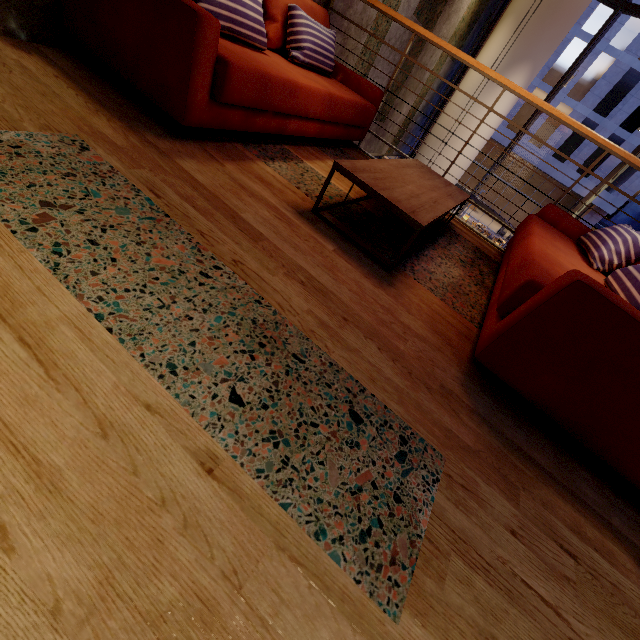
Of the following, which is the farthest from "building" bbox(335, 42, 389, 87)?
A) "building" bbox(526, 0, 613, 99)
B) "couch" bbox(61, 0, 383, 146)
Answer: "building" bbox(526, 0, 613, 99)

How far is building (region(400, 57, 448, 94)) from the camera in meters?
5.4

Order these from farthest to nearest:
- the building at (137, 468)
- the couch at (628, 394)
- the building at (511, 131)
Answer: the building at (511, 131) → the couch at (628, 394) → the building at (137, 468)

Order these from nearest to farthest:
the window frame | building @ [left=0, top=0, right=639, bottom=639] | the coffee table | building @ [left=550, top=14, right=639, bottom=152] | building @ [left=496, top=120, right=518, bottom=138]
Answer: building @ [left=0, top=0, right=639, bottom=639] < the coffee table < the window frame < building @ [left=550, top=14, right=639, bottom=152] < building @ [left=496, top=120, right=518, bottom=138]

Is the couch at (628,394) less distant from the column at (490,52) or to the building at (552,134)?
the column at (490,52)

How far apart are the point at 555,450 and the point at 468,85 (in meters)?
7.64

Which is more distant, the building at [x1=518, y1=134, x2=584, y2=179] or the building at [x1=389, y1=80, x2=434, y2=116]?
the building at [x1=518, y1=134, x2=584, y2=179]
